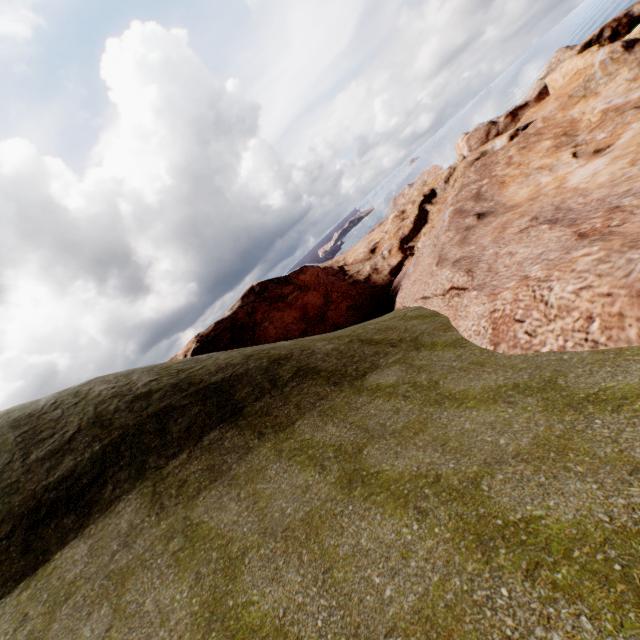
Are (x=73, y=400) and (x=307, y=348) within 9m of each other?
no
